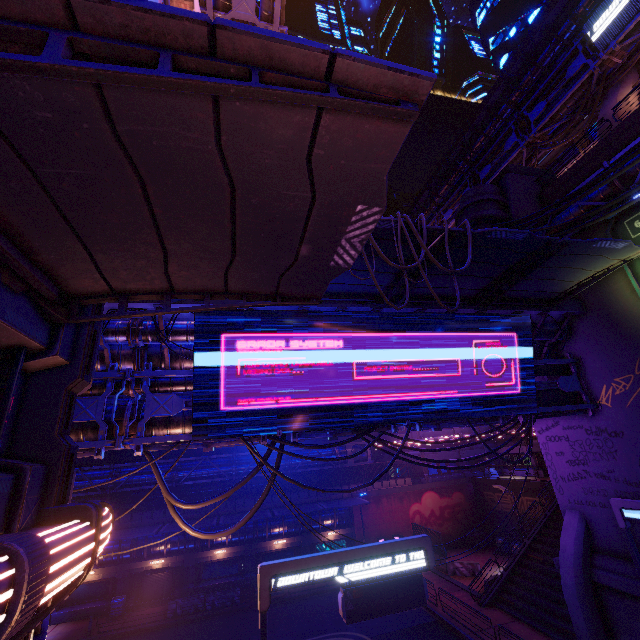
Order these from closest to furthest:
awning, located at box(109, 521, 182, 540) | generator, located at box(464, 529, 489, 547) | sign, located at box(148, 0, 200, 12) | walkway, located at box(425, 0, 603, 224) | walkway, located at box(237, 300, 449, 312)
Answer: sign, located at box(148, 0, 200, 12) < walkway, located at box(237, 300, 449, 312) < awning, located at box(109, 521, 182, 540) < walkway, located at box(425, 0, 603, 224) < generator, located at box(464, 529, 489, 547)

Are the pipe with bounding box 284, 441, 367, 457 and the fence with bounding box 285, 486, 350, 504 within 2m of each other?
yes

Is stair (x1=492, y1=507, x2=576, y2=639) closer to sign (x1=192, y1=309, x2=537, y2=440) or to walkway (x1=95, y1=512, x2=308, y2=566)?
sign (x1=192, y1=309, x2=537, y2=440)

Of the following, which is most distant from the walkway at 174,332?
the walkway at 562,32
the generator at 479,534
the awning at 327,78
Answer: the walkway at 562,32

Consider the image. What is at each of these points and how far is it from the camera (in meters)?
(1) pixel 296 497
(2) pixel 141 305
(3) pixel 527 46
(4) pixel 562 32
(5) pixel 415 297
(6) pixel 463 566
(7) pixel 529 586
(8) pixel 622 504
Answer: (1) fence, 30.69
(2) walkway, 10.84
(3) walkway, 32.84
(4) walkway, 31.08
(5) awning, 13.09
(6) fence, 25.39
(7) stair, 19.94
(8) sign, 12.25

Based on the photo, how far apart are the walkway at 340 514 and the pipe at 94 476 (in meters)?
2.78

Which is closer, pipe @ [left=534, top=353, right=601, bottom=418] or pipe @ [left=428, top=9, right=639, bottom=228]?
pipe @ [left=534, top=353, right=601, bottom=418]

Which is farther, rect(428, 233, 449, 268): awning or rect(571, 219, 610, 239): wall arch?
rect(571, 219, 610, 239): wall arch
